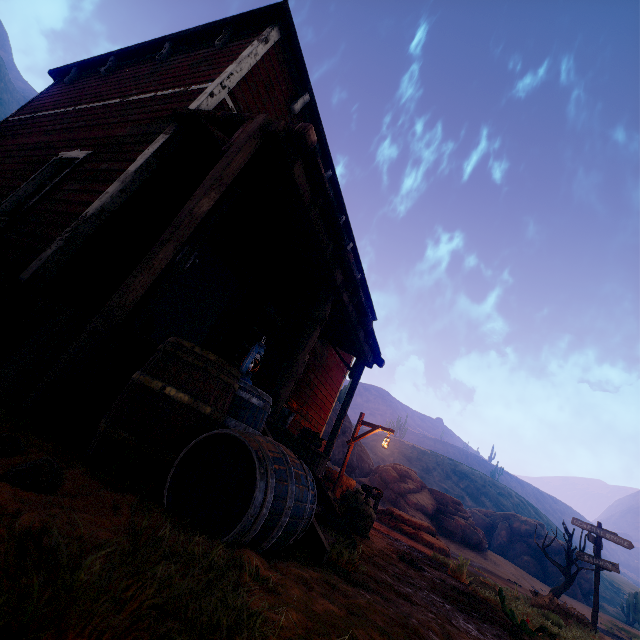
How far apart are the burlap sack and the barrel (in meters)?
3.93

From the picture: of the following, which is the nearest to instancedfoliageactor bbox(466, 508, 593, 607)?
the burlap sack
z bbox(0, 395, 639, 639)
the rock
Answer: z bbox(0, 395, 639, 639)

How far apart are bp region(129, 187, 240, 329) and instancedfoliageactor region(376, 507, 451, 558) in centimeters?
1272cm

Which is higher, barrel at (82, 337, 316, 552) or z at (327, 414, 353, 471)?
z at (327, 414, 353, 471)

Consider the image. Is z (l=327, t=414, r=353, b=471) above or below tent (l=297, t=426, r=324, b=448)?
above

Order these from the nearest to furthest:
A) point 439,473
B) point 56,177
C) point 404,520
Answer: point 56,177 → point 404,520 → point 439,473

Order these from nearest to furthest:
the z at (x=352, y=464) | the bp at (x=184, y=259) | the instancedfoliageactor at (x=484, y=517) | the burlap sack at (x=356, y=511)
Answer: the bp at (x=184, y=259) → the burlap sack at (x=356, y=511) → the instancedfoliageactor at (x=484, y=517) → the z at (x=352, y=464)

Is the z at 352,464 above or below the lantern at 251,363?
above
